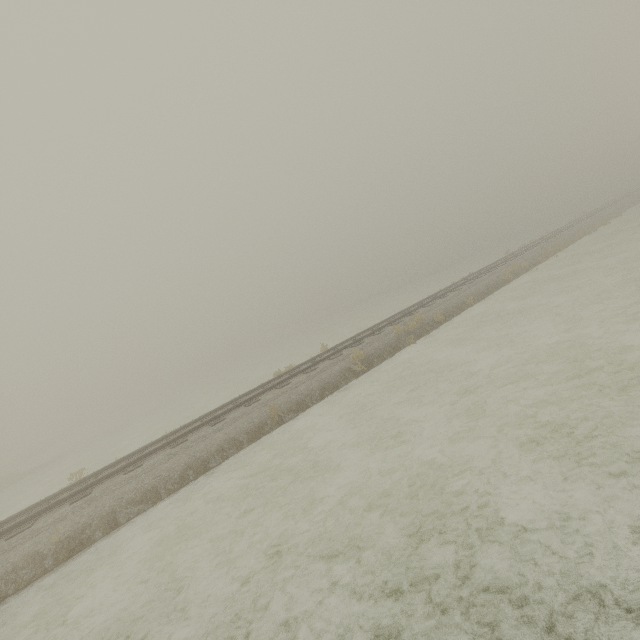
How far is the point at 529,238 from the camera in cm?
5328
